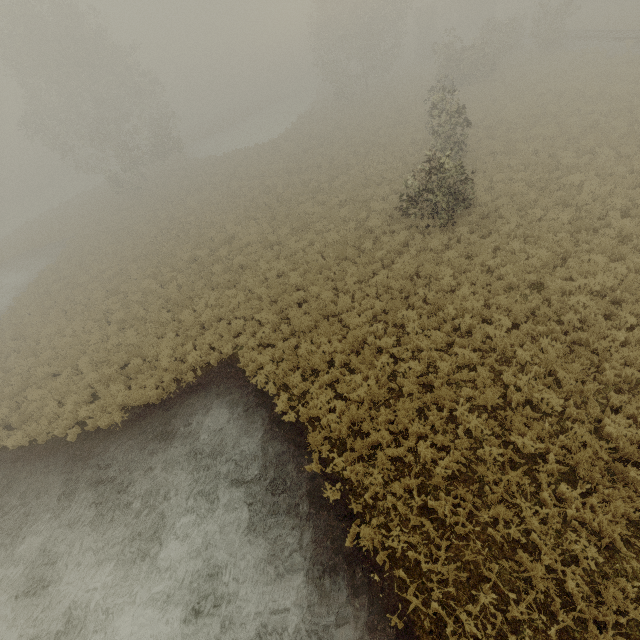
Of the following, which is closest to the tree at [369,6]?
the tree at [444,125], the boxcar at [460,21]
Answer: the tree at [444,125]

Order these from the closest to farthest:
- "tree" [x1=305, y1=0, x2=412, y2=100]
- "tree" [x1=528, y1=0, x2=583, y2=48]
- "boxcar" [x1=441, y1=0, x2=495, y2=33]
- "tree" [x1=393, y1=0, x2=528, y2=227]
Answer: "tree" [x1=393, y1=0, x2=528, y2=227], "tree" [x1=528, y1=0, x2=583, y2=48], "tree" [x1=305, y1=0, x2=412, y2=100], "boxcar" [x1=441, y1=0, x2=495, y2=33]

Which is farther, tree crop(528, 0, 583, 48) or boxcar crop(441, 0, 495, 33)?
boxcar crop(441, 0, 495, 33)

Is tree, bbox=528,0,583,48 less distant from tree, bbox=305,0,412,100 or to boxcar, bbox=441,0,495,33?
tree, bbox=305,0,412,100

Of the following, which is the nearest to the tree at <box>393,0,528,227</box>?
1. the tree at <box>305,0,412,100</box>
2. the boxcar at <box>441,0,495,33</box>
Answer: the tree at <box>305,0,412,100</box>

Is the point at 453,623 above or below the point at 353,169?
below
